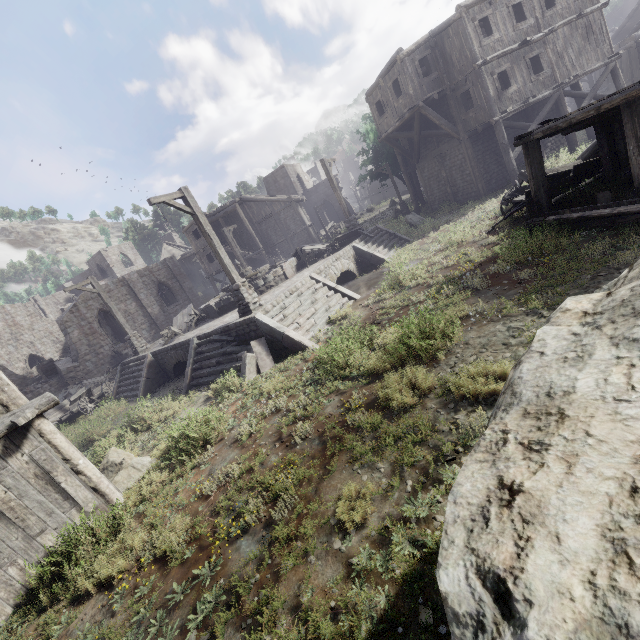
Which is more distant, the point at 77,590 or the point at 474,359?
the point at 474,359

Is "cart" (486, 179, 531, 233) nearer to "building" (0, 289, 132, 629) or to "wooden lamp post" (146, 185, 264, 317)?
"building" (0, 289, 132, 629)

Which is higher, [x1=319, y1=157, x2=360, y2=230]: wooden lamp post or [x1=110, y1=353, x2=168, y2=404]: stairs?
[x1=319, y1=157, x2=360, y2=230]: wooden lamp post

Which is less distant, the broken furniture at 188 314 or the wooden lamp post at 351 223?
the broken furniture at 188 314

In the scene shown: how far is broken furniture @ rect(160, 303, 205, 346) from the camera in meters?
15.9 m

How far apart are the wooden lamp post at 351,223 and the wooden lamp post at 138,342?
13.1m

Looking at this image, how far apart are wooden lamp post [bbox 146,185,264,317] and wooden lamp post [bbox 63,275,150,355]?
9.1m

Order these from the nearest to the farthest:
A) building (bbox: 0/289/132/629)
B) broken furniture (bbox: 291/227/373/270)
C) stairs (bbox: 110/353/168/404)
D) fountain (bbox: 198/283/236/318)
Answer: building (bbox: 0/289/132/629) < stairs (bbox: 110/353/168/404) < fountain (bbox: 198/283/236/318) < broken furniture (bbox: 291/227/373/270)
